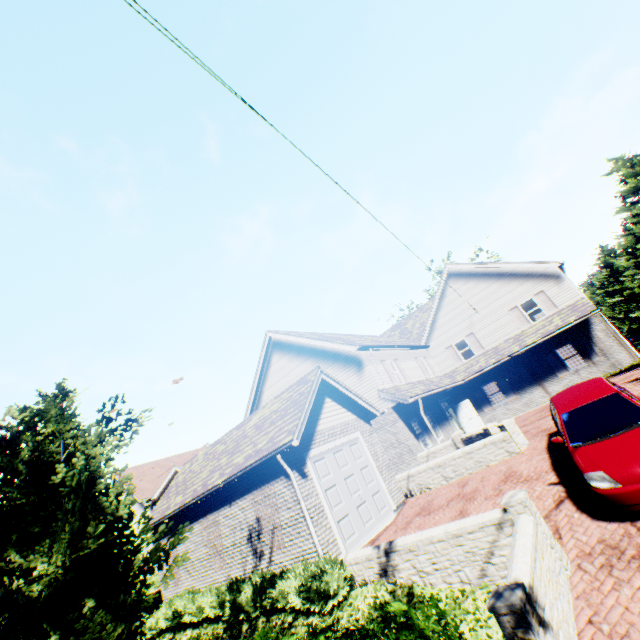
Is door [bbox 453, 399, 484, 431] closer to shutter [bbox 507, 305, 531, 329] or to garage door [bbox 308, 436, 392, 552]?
shutter [bbox 507, 305, 531, 329]

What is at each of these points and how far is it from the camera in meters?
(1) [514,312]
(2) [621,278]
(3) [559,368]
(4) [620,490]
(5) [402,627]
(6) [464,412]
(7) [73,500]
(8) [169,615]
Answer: (1) shutter, 21.6
(2) tree, 35.8
(3) shutter, 19.9
(4) car, 5.9
(5) hedge, 4.0
(6) door, 21.5
(7) tree, 3.2
(8) hedge, 11.7

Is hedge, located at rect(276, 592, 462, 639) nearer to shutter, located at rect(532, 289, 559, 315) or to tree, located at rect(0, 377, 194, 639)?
tree, located at rect(0, 377, 194, 639)

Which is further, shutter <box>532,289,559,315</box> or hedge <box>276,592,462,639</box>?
shutter <box>532,289,559,315</box>

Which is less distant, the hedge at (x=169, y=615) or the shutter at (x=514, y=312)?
the hedge at (x=169, y=615)

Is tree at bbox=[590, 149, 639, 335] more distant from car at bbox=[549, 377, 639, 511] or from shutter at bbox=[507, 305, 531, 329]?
shutter at bbox=[507, 305, 531, 329]

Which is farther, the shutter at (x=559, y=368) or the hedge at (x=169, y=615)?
the shutter at (x=559, y=368)

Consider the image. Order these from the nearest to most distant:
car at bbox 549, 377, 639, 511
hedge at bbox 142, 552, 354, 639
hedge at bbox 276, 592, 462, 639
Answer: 1. hedge at bbox 276, 592, 462, 639
2. car at bbox 549, 377, 639, 511
3. hedge at bbox 142, 552, 354, 639
